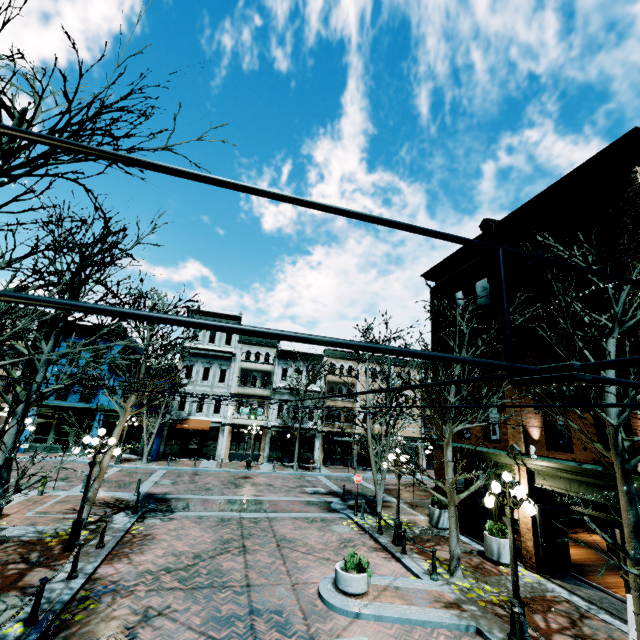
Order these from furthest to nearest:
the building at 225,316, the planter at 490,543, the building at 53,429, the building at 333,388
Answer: the building at 333,388, the building at 225,316, the building at 53,429, the planter at 490,543

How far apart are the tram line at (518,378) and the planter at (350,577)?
10.4m

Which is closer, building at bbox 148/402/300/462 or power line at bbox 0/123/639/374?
power line at bbox 0/123/639/374

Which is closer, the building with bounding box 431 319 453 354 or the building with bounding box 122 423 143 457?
the building with bounding box 431 319 453 354

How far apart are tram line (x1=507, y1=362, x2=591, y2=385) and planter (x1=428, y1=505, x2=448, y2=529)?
17.5 meters

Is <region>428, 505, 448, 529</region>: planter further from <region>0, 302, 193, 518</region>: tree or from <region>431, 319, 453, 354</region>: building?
Answer: <region>0, 302, 193, 518</region>: tree

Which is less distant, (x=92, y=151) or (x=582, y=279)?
(x=92, y=151)
